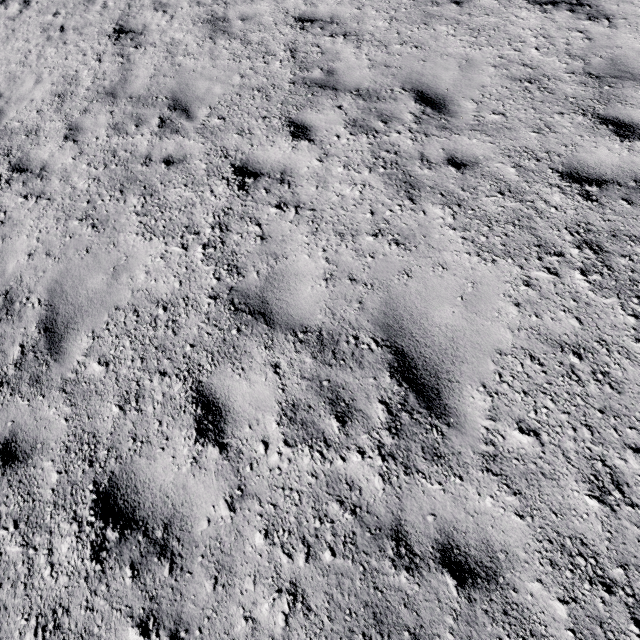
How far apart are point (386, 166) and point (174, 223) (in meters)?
2.89
